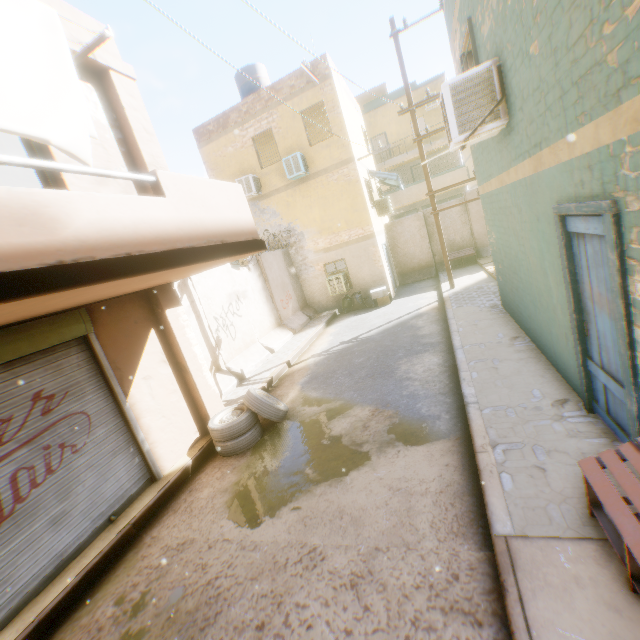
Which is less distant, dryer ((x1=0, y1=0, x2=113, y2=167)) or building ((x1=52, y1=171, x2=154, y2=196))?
dryer ((x1=0, y1=0, x2=113, y2=167))

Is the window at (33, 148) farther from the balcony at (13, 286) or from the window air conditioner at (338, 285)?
the window air conditioner at (338, 285)

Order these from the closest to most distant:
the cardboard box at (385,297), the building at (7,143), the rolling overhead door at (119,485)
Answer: → the rolling overhead door at (119,485) < the building at (7,143) < the cardboard box at (385,297)

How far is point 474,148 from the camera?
7.3 meters

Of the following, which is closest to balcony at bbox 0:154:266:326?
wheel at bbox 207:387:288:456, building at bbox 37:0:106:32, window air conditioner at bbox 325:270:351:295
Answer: building at bbox 37:0:106:32

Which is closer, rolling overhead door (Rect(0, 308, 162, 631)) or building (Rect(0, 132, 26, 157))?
rolling overhead door (Rect(0, 308, 162, 631))

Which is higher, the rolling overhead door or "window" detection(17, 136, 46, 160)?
"window" detection(17, 136, 46, 160)

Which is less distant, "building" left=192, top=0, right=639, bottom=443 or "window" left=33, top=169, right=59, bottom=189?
"building" left=192, top=0, right=639, bottom=443
